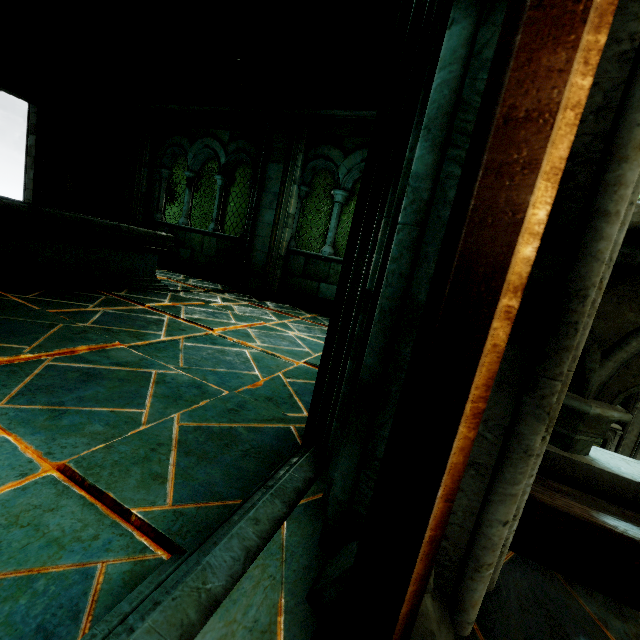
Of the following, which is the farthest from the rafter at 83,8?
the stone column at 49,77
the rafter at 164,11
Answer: the stone column at 49,77

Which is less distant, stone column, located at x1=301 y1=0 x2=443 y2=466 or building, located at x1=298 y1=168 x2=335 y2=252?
stone column, located at x1=301 y1=0 x2=443 y2=466

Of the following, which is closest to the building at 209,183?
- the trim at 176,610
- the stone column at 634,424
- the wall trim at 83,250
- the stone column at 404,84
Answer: the stone column at 634,424

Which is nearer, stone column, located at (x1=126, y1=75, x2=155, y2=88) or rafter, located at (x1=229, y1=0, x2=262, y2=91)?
rafter, located at (x1=229, y1=0, x2=262, y2=91)

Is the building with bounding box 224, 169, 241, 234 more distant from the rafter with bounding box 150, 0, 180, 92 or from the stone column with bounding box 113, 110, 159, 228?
the rafter with bounding box 150, 0, 180, 92

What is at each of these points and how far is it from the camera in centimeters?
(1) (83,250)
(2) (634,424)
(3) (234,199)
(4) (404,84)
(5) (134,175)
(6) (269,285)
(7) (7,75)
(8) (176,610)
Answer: (1) wall trim, 439cm
(2) stone column, 1189cm
(3) building, 4953cm
(4) stone column, 132cm
(5) stone column, 795cm
(6) stone column, 674cm
(7) stone beam, 861cm
(8) trim, 75cm

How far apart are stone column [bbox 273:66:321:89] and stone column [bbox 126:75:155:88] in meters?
3.4 m

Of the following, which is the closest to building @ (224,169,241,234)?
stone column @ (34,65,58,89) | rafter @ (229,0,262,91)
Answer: stone column @ (34,65,58,89)
